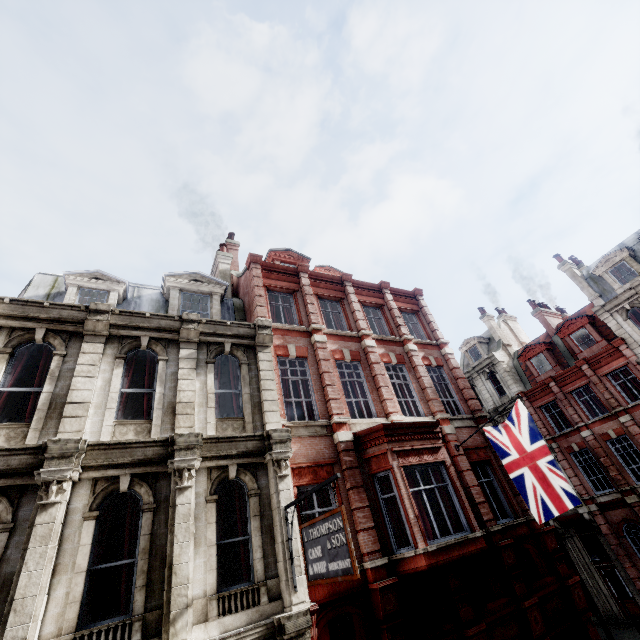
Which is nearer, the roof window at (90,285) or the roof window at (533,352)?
the roof window at (90,285)

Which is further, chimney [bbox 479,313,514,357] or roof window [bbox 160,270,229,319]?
chimney [bbox 479,313,514,357]

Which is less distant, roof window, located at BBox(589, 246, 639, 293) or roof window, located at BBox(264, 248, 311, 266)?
roof window, located at BBox(264, 248, 311, 266)

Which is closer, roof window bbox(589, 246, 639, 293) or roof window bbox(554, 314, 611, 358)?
roof window bbox(589, 246, 639, 293)

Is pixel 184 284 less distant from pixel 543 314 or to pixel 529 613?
pixel 529 613

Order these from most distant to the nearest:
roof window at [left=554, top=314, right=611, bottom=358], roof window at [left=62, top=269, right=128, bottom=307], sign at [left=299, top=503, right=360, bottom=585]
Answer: roof window at [left=554, top=314, right=611, bottom=358]
roof window at [left=62, top=269, right=128, bottom=307]
sign at [left=299, top=503, right=360, bottom=585]

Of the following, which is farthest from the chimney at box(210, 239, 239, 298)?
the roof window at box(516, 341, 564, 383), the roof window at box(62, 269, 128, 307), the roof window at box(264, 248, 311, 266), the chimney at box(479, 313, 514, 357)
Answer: the chimney at box(479, 313, 514, 357)

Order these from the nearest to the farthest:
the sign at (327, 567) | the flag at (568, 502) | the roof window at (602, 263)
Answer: the sign at (327, 567)
the flag at (568, 502)
the roof window at (602, 263)
